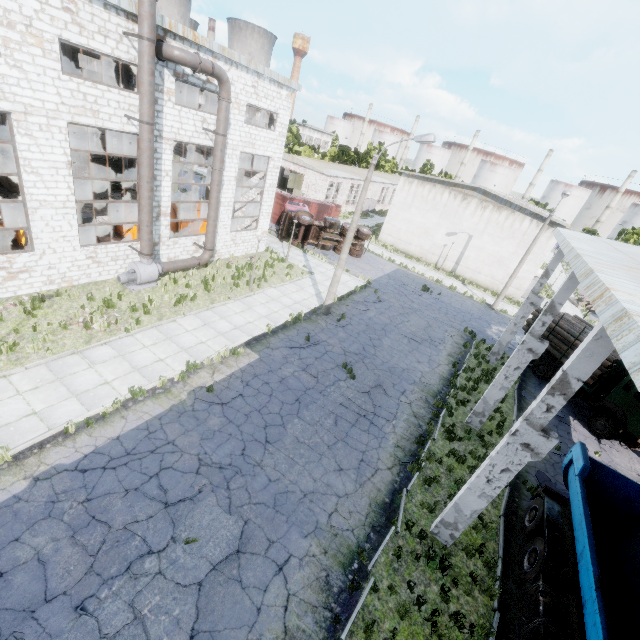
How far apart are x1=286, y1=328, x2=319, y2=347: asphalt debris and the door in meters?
29.8

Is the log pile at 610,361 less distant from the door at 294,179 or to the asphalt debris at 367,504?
the asphalt debris at 367,504

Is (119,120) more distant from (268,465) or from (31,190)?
(268,465)

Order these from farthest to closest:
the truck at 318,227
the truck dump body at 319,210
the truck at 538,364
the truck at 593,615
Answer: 1. the truck dump body at 319,210
2. the truck at 318,227
3. the truck at 538,364
4. the truck at 593,615

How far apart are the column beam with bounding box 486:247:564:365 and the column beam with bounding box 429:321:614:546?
12.6m

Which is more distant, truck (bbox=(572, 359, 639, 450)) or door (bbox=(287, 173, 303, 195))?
door (bbox=(287, 173, 303, 195))

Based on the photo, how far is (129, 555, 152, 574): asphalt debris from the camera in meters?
7.0

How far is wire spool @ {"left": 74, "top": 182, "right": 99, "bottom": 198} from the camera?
23.91m
